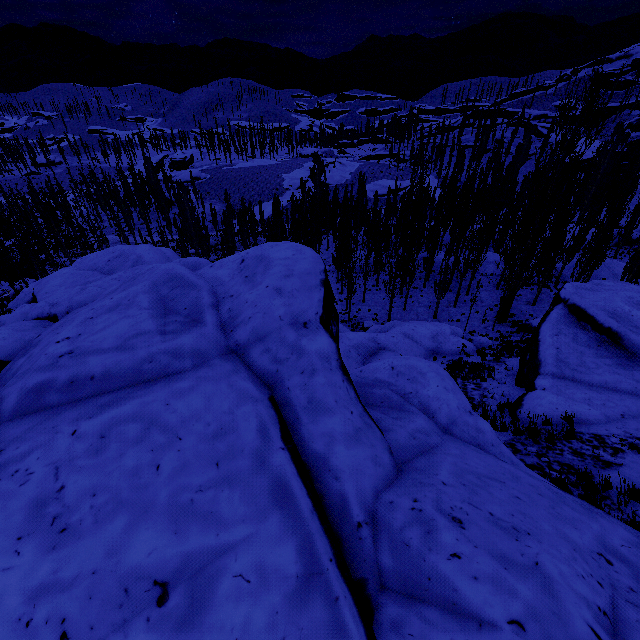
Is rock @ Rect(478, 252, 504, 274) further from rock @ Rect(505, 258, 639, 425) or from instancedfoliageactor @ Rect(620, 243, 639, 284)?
rock @ Rect(505, 258, 639, 425)

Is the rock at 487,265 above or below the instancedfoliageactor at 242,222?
below

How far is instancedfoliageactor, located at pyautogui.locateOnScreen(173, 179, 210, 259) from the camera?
38.6 meters

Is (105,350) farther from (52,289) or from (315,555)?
(52,289)

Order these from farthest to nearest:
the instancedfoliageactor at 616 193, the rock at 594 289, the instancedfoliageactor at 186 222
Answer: the instancedfoliageactor at 186 222 < the instancedfoliageactor at 616 193 < the rock at 594 289
